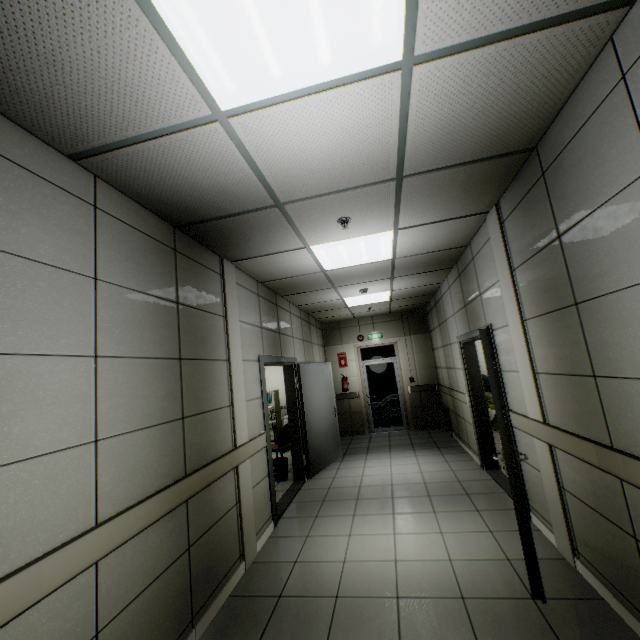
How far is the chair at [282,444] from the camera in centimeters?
636cm

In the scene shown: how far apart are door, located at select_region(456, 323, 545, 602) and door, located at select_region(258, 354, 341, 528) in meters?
2.6

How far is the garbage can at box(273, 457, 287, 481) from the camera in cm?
582

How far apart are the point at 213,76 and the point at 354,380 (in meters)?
8.41

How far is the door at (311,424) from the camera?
4.3 meters

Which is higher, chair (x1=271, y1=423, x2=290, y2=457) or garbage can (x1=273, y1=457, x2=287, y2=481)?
chair (x1=271, y1=423, x2=290, y2=457)

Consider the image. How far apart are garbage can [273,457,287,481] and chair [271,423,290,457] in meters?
0.2

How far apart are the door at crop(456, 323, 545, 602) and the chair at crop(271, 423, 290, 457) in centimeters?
341cm
